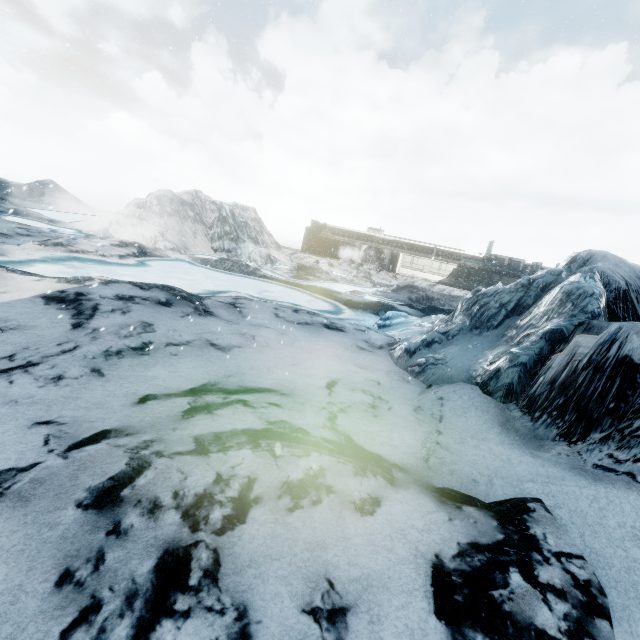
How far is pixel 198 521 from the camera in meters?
3.5 m
